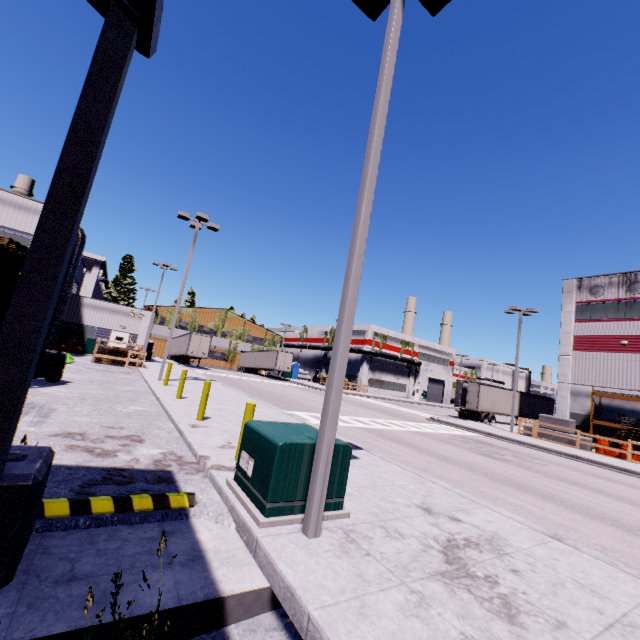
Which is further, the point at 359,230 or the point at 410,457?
the point at 410,457

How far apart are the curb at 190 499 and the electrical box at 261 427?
0.58m

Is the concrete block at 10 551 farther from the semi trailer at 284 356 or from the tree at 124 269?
the tree at 124 269

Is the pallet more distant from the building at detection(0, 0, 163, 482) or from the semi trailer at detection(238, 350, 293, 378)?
the semi trailer at detection(238, 350, 293, 378)

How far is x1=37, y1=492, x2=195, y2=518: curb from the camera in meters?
3.9

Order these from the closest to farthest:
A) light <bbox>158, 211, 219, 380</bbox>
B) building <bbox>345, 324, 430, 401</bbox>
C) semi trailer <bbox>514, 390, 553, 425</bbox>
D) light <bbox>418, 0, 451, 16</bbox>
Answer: light <bbox>418, 0, 451, 16</bbox> → light <bbox>158, 211, 219, 380</bbox> → semi trailer <bbox>514, 390, 553, 425</bbox> → building <bbox>345, 324, 430, 401</bbox>

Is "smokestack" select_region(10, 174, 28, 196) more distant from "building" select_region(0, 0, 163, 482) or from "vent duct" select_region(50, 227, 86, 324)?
"vent duct" select_region(50, 227, 86, 324)

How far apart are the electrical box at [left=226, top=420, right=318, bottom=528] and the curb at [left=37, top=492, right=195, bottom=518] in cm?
58
